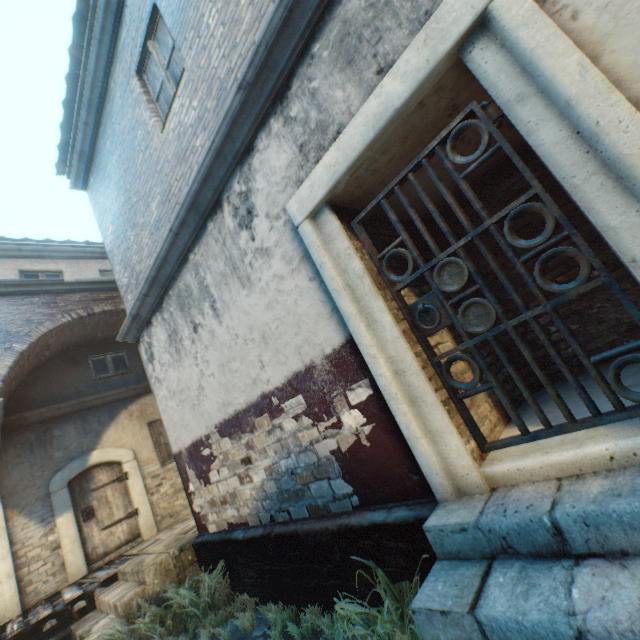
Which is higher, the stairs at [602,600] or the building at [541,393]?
the building at [541,393]

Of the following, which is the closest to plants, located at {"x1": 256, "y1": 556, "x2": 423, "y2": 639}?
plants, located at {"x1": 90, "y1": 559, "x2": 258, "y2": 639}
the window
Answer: plants, located at {"x1": 90, "y1": 559, "x2": 258, "y2": 639}

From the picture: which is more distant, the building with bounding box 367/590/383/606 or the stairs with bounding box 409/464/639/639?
the building with bounding box 367/590/383/606

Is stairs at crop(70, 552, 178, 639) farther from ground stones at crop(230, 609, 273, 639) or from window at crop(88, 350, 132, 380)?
window at crop(88, 350, 132, 380)

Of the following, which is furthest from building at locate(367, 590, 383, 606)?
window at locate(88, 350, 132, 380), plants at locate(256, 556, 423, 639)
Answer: window at locate(88, 350, 132, 380)

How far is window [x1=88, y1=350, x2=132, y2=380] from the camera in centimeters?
931cm

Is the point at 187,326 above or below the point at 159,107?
below

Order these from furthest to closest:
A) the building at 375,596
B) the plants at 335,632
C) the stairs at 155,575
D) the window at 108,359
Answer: the window at 108,359, the stairs at 155,575, the building at 375,596, the plants at 335,632
